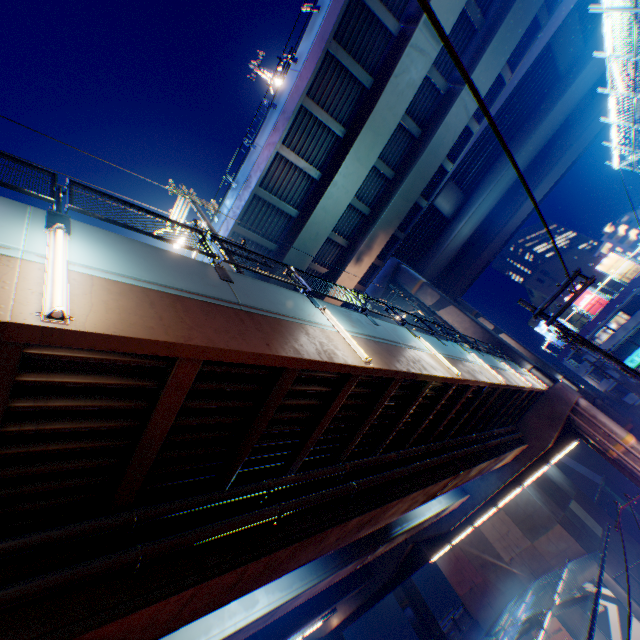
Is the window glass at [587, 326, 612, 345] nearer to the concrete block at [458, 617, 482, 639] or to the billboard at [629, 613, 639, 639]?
the billboard at [629, 613, 639, 639]

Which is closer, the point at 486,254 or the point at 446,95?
the point at 446,95

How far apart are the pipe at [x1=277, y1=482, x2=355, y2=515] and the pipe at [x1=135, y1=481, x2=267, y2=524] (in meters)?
0.27

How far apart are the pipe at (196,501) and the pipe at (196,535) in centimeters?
27cm

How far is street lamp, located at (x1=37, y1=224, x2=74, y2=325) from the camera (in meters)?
2.99

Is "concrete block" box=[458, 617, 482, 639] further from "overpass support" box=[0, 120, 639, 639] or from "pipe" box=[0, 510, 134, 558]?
"pipe" box=[0, 510, 134, 558]

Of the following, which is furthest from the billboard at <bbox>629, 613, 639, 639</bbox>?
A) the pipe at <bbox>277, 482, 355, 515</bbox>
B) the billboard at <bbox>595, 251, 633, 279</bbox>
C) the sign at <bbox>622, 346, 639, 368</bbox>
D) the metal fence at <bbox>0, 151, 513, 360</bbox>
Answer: the billboard at <bbox>595, 251, 633, 279</bbox>

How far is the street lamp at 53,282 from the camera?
3.0m
